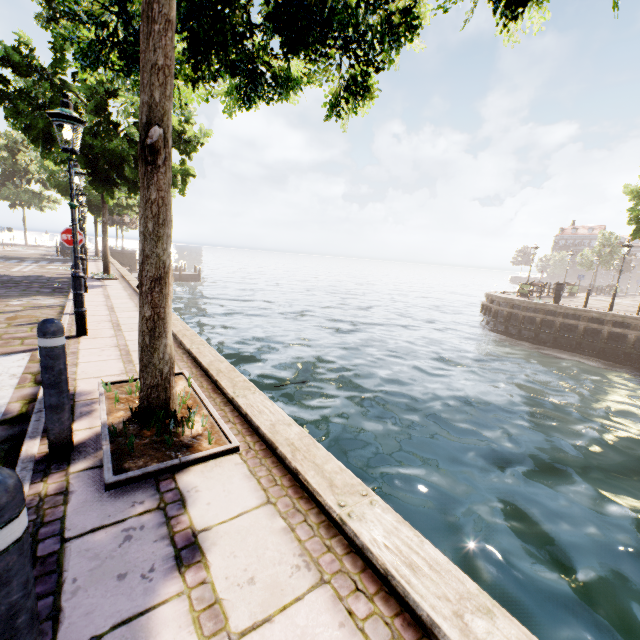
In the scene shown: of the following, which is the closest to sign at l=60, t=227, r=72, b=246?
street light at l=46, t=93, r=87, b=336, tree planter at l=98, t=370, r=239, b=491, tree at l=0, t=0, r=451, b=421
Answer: street light at l=46, t=93, r=87, b=336

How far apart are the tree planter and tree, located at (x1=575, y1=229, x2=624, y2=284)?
52.6m

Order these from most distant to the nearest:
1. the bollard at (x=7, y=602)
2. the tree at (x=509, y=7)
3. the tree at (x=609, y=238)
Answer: the tree at (x=609, y=238) → the tree at (x=509, y=7) → the bollard at (x=7, y=602)

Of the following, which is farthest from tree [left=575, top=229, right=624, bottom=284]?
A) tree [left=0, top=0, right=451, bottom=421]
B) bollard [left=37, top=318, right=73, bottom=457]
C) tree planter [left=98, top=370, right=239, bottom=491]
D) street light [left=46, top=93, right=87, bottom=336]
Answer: bollard [left=37, top=318, right=73, bottom=457]

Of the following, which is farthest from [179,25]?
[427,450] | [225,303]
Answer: [225,303]

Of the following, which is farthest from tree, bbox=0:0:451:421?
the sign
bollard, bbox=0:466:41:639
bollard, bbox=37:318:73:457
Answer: the sign

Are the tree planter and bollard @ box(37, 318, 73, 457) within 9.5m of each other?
yes

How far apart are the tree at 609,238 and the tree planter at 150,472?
52.6m
